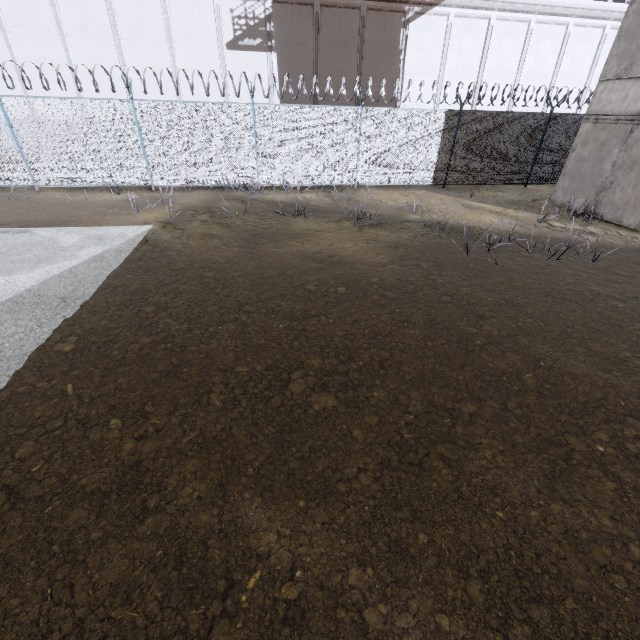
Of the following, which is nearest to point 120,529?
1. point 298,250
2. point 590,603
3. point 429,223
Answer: point 590,603

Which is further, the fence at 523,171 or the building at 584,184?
the fence at 523,171

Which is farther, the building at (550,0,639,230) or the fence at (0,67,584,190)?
the fence at (0,67,584,190)
